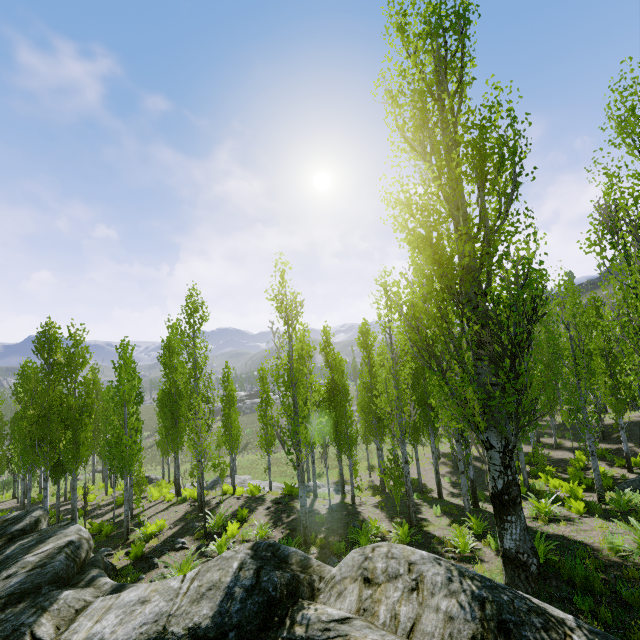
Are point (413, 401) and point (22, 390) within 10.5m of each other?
no

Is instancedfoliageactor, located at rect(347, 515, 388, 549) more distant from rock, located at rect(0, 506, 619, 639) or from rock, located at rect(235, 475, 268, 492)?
rock, located at rect(235, 475, 268, 492)

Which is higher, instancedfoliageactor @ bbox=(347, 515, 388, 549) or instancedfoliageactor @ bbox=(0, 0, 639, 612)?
instancedfoliageactor @ bbox=(0, 0, 639, 612)

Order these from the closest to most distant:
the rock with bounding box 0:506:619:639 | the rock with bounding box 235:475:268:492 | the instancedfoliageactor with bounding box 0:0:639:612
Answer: the rock with bounding box 0:506:619:639
the instancedfoliageactor with bounding box 0:0:639:612
the rock with bounding box 235:475:268:492

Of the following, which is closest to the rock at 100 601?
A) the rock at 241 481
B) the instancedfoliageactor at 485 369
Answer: the instancedfoliageactor at 485 369

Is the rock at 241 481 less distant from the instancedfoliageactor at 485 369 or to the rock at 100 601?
the instancedfoliageactor at 485 369

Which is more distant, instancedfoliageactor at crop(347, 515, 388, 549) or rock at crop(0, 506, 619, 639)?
instancedfoliageactor at crop(347, 515, 388, 549)

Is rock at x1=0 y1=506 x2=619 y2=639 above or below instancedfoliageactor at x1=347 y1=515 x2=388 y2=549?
above
